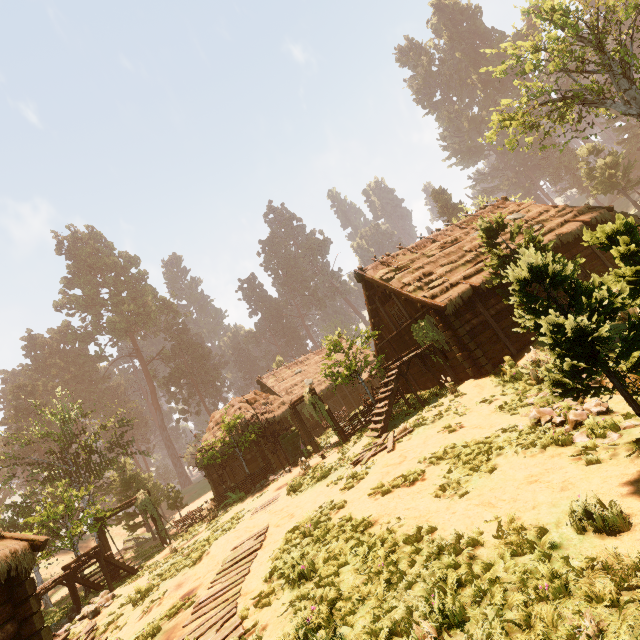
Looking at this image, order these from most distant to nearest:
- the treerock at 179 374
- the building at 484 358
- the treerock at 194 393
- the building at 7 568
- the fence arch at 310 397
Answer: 1. the treerock at 179 374
2. the treerock at 194 393
3. the fence arch at 310 397
4. the building at 484 358
5. the building at 7 568

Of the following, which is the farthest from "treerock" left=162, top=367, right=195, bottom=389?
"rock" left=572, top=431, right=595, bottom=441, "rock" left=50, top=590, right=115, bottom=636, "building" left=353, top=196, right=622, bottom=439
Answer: "rock" left=50, top=590, right=115, bottom=636

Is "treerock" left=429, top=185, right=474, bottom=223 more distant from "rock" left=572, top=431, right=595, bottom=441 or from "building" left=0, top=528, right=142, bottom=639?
"rock" left=572, top=431, right=595, bottom=441

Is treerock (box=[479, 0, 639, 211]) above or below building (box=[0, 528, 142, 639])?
above

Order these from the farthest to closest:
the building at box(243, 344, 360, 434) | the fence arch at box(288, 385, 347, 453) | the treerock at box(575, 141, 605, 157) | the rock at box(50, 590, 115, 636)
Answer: the treerock at box(575, 141, 605, 157) → the building at box(243, 344, 360, 434) → the fence arch at box(288, 385, 347, 453) → the rock at box(50, 590, 115, 636)

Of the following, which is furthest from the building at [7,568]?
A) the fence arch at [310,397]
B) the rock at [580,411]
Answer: the rock at [580,411]

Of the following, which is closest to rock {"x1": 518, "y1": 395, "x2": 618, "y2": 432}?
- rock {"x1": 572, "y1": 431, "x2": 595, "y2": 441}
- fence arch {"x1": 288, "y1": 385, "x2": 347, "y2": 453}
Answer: rock {"x1": 572, "y1": 431, "x2": 595, "y2": 441}

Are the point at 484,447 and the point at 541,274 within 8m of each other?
yes
